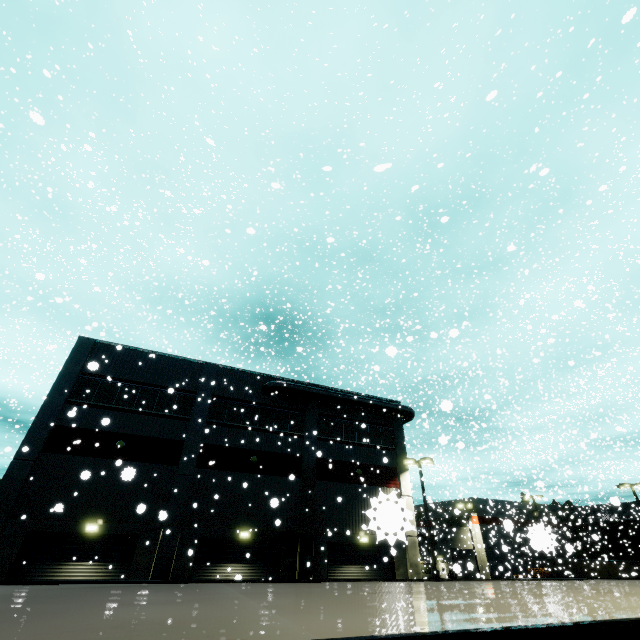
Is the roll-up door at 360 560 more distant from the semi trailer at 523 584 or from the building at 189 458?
the semi trailer at 523 584

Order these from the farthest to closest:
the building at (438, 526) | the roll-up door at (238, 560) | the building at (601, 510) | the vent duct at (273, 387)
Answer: the building at (601, 510), the vent duct at (273, 387), the building at (438, 526), the roll-up door at (238, 560)

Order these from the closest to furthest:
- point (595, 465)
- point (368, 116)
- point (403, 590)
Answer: point (403, 590), point (368, 116), point (595, 465)

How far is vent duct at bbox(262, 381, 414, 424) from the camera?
23.7m

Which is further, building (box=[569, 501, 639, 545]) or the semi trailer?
building (box=[569, 501, 639, 545])

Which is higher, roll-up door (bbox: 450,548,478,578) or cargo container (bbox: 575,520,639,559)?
cargo container (bbox: 575,520,639,559)

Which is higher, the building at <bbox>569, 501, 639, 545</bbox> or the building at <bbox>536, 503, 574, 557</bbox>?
the building at <bbox>569, 501, 639, 545</bbox>

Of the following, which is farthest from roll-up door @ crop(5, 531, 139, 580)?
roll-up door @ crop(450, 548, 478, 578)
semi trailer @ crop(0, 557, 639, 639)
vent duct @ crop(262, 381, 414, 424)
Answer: roll-up door @ crop(450, 548, 478, 578)
